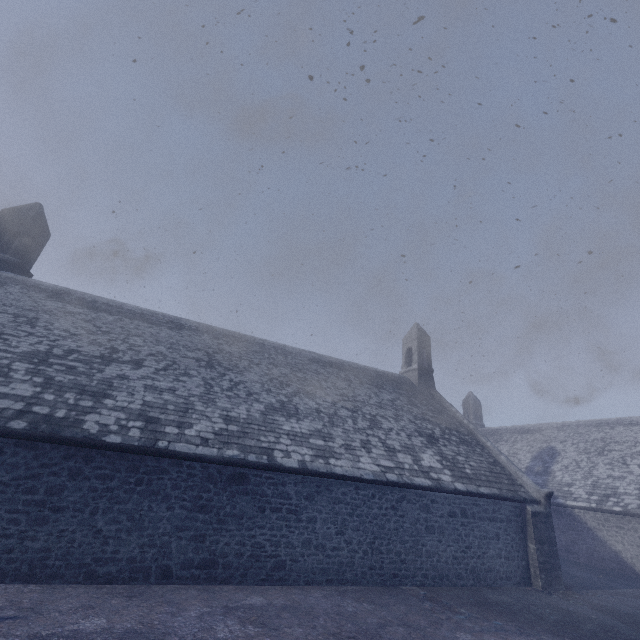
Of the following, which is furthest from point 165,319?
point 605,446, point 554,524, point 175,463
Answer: point 605,446
